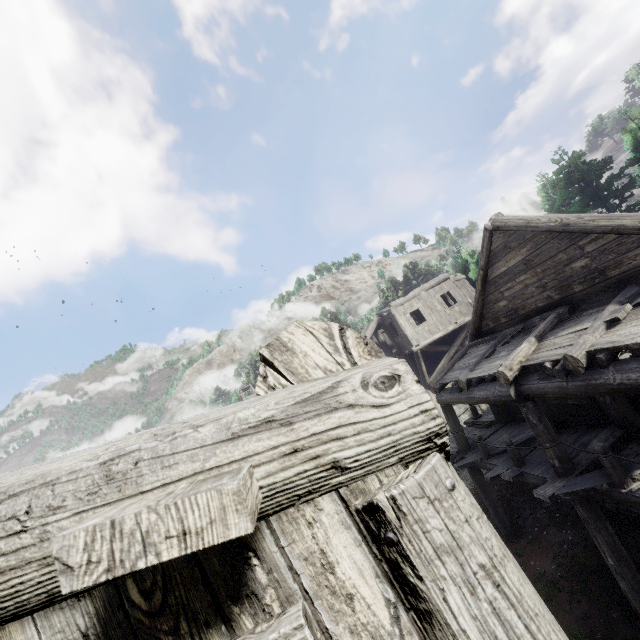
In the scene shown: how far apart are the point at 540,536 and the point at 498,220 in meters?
10.2
